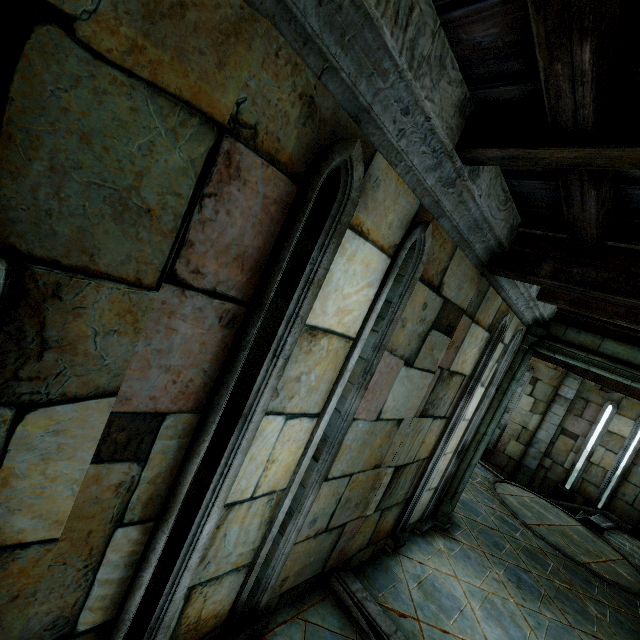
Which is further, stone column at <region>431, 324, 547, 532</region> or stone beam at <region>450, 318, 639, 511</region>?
stone column at <region>431, 324, 547, 532</region>

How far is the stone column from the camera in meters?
5.4 m

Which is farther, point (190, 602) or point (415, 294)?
point (415, 294)

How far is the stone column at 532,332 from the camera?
5.4 meters

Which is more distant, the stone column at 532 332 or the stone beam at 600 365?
the stone column at 532 332
